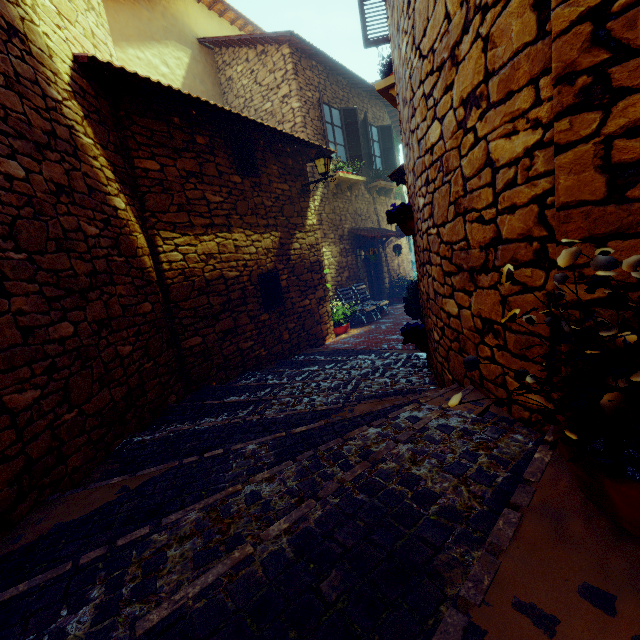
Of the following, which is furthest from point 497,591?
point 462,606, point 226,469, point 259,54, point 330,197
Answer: point 259,54

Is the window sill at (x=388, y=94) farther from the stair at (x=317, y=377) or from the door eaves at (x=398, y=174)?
the stair at (x=317, y=377)

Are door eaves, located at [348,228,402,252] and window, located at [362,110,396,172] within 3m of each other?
yes

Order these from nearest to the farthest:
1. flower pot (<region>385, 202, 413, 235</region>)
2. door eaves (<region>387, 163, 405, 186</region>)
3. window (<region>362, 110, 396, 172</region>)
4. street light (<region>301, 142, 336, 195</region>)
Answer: flower pot (<region>385, 202, 413, 235</region>), door eaves (<region>387, 163, 405, 186</region>), street light (<region>301, 142, 336, 195</region>), window (<region>362, 110, 396, 172</region>)

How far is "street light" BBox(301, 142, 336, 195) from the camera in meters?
6.8

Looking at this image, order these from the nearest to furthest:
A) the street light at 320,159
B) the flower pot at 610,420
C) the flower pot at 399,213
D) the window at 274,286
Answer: the flower pot at 610,420 → the flower pot at 399,213 → the window at 274,286 → the street light at 320,159

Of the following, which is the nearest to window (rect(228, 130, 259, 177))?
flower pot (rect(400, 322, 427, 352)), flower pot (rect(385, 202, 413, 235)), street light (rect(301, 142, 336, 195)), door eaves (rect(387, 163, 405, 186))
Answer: street light (rect(301, 142, 336, 195))

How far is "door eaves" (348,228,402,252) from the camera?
9.8m
